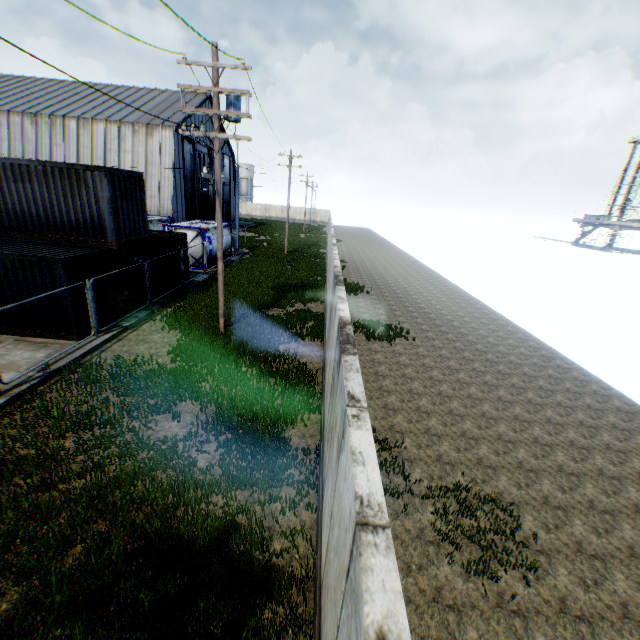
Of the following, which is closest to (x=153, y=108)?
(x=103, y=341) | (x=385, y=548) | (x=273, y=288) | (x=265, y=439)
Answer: (x=273, y=288)

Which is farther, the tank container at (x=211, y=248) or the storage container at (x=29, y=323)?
the tank container at (x=211, y=248)

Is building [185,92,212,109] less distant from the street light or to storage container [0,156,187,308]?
storage container [0,156,187,308]

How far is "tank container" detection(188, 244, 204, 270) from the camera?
22.9 meters

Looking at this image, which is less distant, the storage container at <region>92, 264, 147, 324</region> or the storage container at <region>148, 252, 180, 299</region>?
the storage container at <region>92, 264, 147, 324</region>

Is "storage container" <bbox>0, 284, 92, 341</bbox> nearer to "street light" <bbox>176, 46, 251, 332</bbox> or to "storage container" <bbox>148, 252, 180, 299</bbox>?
"storage container" <bbox>148, 252, 180, 299</bbox>

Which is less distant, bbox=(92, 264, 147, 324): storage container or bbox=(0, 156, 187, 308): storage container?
bbox=(0, 156, 187, 308): storage container

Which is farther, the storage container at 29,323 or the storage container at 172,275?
the storage container at 172,275
